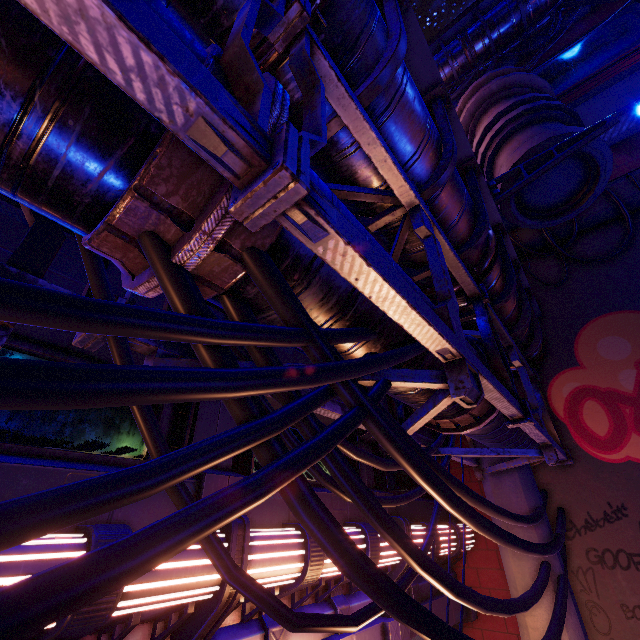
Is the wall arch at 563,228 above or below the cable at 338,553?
above

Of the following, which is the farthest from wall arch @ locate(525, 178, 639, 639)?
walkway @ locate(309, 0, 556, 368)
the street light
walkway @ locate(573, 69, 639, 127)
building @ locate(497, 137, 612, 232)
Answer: walkway @ locate(309, 0, 556, 368)

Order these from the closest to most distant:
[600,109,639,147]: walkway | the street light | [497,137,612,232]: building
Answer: the street light
[497,137,612,232]: building
[600,109,639,147]: walkway

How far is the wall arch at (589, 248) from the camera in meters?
10.1

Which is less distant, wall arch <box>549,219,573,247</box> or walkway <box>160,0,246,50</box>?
walkway <box>160,0,246,50</box>

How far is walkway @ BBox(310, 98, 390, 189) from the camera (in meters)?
3.57

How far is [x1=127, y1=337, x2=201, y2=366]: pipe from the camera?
2.6m

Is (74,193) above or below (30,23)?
below
